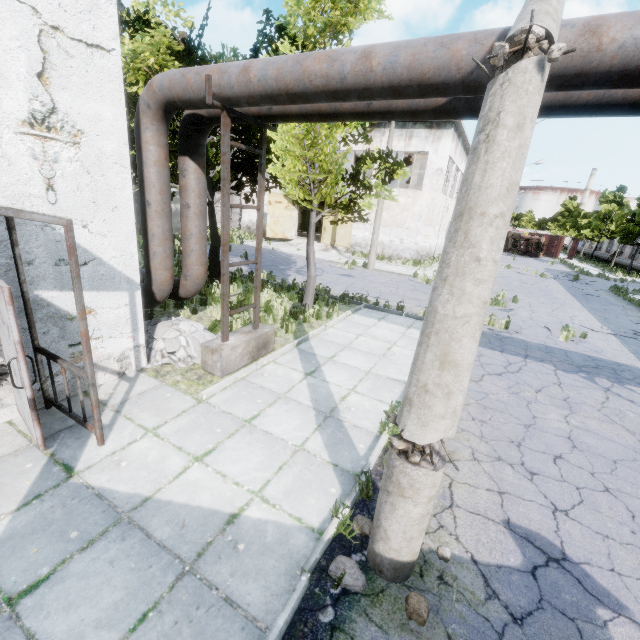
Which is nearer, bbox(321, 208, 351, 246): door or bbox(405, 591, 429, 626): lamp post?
bbox(405, 591, 429, 626): lamp post

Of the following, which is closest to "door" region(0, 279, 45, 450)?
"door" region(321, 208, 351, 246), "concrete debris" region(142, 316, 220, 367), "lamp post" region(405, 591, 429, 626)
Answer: "concrete debris" region(142, 316, 220, 367)

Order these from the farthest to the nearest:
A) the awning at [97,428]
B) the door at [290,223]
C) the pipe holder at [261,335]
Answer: the door at [290,223] → the pipe holder at [261,335] → the awning at [97,428]

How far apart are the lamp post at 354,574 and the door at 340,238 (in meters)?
25.93

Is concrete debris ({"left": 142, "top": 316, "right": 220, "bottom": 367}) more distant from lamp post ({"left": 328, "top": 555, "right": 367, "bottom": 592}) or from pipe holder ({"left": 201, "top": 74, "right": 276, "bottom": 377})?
lamp post ({"left": 328, "top": 555, "right": 367, "bottom": 592})

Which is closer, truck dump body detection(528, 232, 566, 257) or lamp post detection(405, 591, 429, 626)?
lamp post detection(405, 591, 429, 626)

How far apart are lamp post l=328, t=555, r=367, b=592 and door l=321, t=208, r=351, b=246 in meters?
25.9

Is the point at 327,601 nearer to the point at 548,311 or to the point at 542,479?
Answer: the point at 542,479
